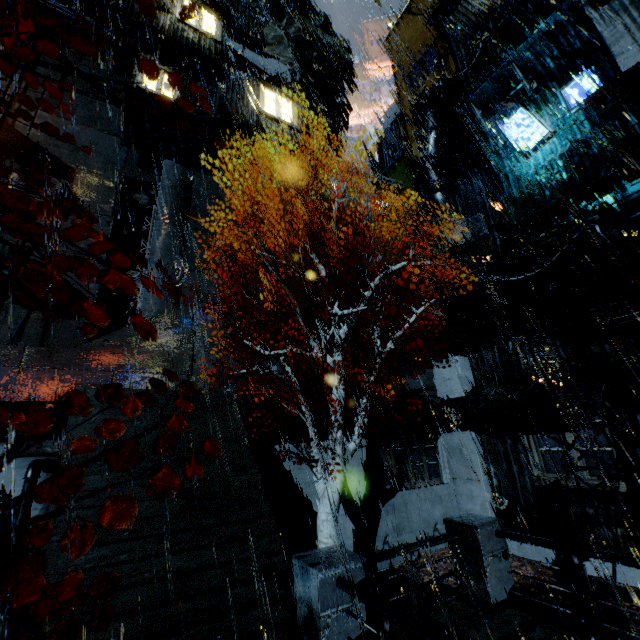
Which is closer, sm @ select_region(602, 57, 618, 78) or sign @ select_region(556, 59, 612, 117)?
sign @ select_region(556, 59, 612, 117)

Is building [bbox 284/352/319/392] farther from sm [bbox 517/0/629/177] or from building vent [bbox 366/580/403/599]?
building vent [bbox 366/580/403/599]

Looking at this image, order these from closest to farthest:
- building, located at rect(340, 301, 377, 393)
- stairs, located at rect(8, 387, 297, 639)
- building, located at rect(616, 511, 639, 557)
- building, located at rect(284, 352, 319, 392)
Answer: stairs, located at rect(8, 387, 297, 639) → building, located at rect(616, 511, 639, 557) → building, located at rect(284, 352, 319, 392) → building, located at rect(340, 301, 377, 393)

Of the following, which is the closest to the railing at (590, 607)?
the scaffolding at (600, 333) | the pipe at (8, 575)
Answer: the scaffolding at (600, 333)

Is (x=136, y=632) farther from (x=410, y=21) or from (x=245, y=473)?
(x=410, y=21)

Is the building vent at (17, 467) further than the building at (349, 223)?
No

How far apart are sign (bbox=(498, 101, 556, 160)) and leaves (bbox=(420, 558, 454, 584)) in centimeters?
1570cm

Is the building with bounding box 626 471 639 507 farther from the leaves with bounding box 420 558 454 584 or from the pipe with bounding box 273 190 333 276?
the leaves with bounding box 420 558 454 584
